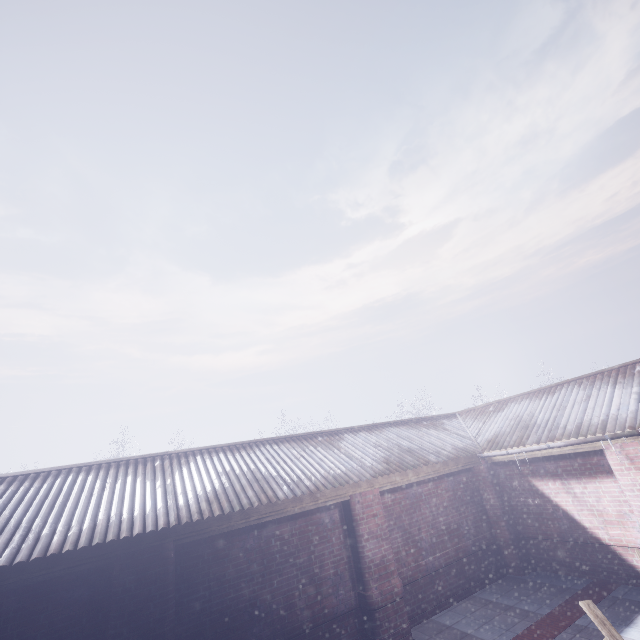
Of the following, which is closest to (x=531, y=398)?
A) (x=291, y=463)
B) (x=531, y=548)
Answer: (x=531, y=548)
